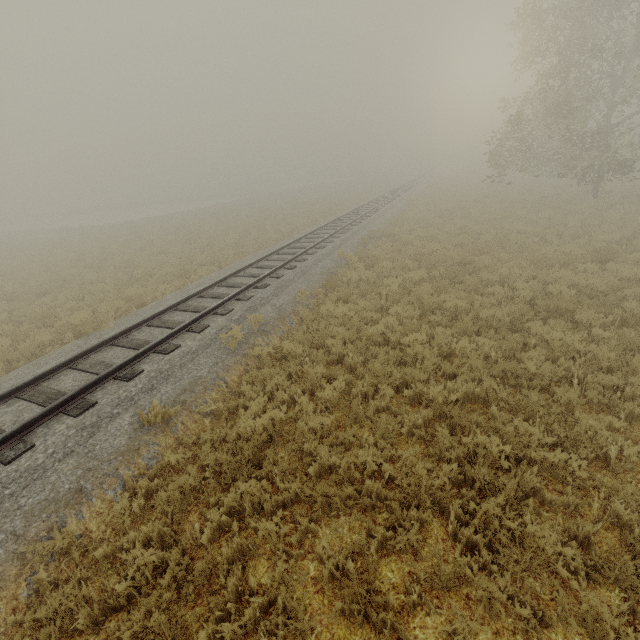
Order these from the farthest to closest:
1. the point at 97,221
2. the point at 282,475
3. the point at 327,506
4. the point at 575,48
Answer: the point at 97,221
the point at 575,48
the point at 282,475
the point at 327,506
